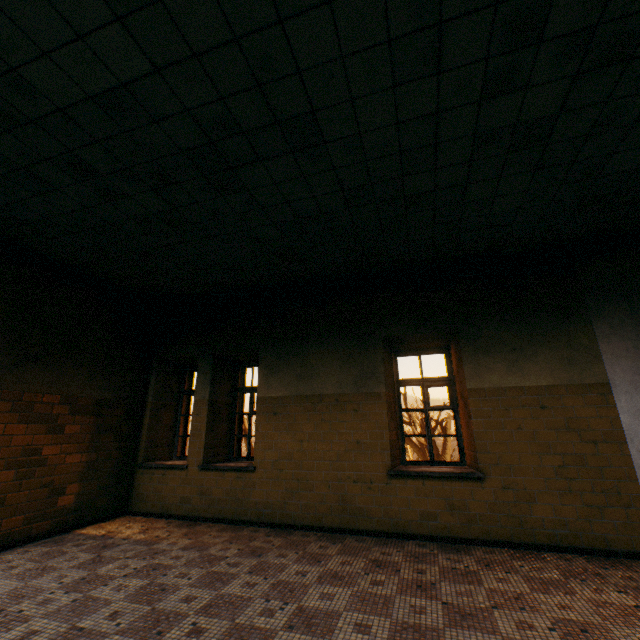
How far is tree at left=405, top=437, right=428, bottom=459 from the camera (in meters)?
18.18

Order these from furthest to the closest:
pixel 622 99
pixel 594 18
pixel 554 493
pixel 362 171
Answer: pixel 554 493 < pixel 362 171 < pixel 622 99 < pixel 594 18

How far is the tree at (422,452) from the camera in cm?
1818
